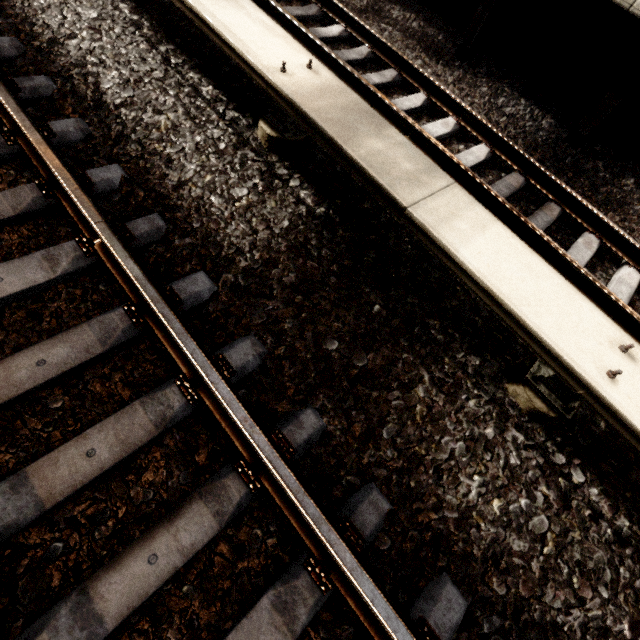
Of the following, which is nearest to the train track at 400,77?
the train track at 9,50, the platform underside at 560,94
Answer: the platform underside at 560,94

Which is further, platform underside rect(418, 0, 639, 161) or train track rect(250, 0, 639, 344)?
platform underside rect(418, 0, 639, 161)

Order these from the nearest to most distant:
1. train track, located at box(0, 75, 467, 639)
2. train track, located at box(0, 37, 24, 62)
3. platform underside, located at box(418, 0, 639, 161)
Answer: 1. train track, located at box(0, 75, 467, 639)
2. train track, located at box(0, 37, 24, 62)
3. platform underside, located at box(418, 0, 639, 161)

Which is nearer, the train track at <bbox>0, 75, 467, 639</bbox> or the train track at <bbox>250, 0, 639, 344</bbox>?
the train track at <bbox>0, 75, 467, 639</bbox>

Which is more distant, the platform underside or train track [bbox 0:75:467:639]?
the platform underside

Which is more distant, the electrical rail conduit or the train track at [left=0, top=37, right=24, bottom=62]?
the train track at [left=0, top=37, right=24, bottom=62]

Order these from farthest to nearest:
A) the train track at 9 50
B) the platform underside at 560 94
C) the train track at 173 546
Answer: the platform underside at 560 94, the train track at 9 50, the train track at 173 546

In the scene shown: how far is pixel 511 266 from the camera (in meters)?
1.70
